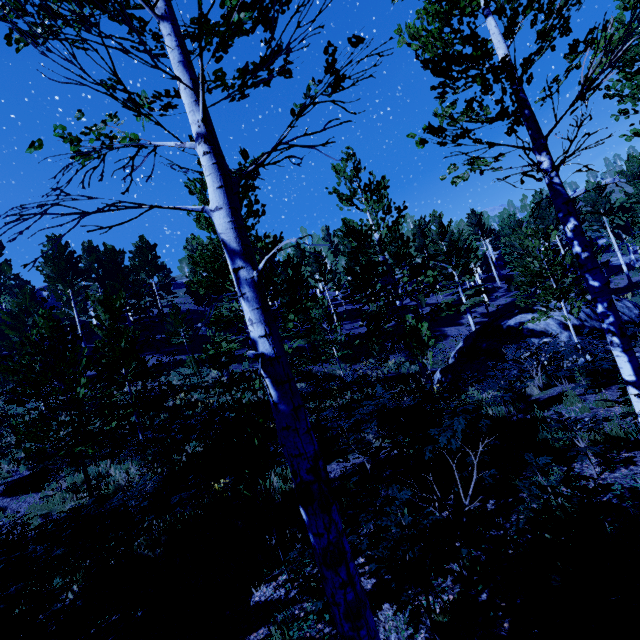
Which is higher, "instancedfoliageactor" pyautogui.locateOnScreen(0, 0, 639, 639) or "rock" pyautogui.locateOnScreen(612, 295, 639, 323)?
"instancedfoliageactor" pyautogui.locateOnScreen(0, 0, 639, 639)

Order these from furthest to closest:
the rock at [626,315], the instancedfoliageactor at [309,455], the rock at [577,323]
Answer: the rock at [626,315]
the rock at [577,323]
the instancedfoliageactor at [309,455]

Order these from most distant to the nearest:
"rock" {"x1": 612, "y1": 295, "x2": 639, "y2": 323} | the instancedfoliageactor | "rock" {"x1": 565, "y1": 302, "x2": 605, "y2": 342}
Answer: "rock" {"x1": 612, "y1": 295, "x2": 639, "y2": 323}, "rock" {"x1": 565, "y1": 302, "x2": 605, "y2": 342}, the instancedfoliageactor

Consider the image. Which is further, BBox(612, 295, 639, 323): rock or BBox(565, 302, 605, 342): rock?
BBox(612, 295, 639, 323): rock

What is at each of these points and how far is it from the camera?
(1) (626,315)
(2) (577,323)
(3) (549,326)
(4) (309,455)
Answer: (1) rock, 14.7m
(2) rock, 13.5m
(3) rock, 13.6m
(4) instancedfoliageactor, 1.9m

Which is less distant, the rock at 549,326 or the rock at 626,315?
the rock at 549,326

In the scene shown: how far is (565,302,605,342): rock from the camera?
13.2 meters
